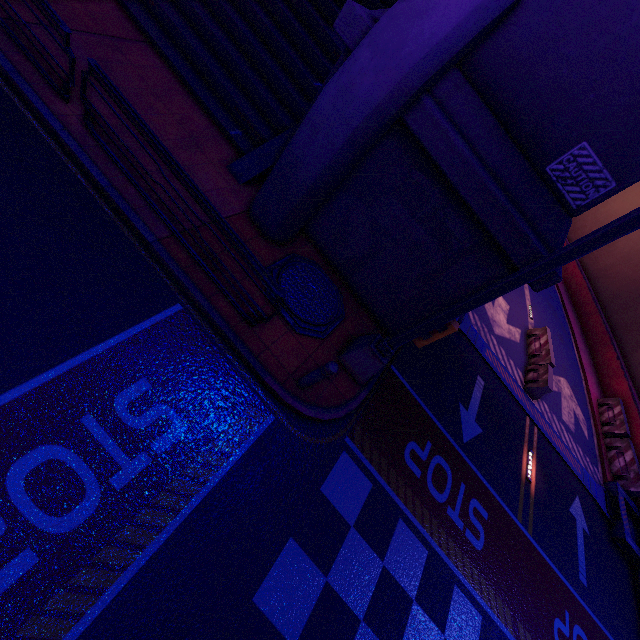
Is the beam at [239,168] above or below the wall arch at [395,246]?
below

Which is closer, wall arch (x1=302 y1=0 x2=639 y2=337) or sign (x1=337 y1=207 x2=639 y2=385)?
sign (x1=337 y1=207 x2=639 y2=385)

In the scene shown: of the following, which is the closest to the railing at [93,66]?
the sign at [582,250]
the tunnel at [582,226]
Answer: the sign at [582,250]

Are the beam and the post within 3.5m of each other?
no

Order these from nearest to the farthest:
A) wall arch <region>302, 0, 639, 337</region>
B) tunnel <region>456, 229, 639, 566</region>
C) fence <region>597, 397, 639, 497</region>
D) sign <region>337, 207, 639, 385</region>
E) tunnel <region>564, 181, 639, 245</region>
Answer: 1. sign <region>337, 207, 639, 385</region>
2. wall arch <region>302, 0, 639, 337</region>
3. tunnel <region>456, 229, 639, 566</region>
4. fence <region>597, 397, 639, 497</region>
5. tunnel <region>564, 181, 639, 245</region>

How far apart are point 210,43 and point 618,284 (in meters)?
27.32

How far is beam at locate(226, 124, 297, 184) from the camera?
7.7m

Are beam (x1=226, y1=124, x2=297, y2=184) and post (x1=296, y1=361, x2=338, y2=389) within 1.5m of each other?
no
